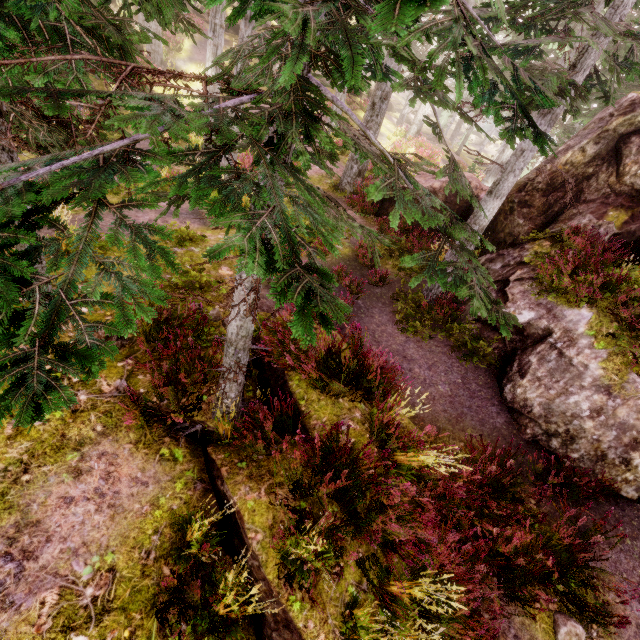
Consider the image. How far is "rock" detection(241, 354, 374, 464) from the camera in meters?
5.1

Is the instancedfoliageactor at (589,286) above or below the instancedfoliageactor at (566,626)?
above

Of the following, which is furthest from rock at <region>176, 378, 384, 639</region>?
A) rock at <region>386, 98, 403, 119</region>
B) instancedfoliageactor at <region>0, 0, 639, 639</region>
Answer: rock at <region>386, 98, 403, 119</region>

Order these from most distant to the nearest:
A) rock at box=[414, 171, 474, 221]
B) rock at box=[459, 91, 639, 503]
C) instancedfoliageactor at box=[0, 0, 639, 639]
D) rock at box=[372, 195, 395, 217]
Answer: rock at box=[372, 195, 395, 217] < rock at box=[414, 171, 474, 221] < rock at box=[459, 91, 639, 503] < instancedfoliageactor at box=[0, 0, 639, 639]

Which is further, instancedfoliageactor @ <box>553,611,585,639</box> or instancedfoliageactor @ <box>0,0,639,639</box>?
instancedfoliageactor @ <box>553,611,585,639</box>

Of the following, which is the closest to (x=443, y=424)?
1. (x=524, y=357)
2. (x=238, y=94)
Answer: (x=524, y=357)

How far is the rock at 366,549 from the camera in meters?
4.1 m
